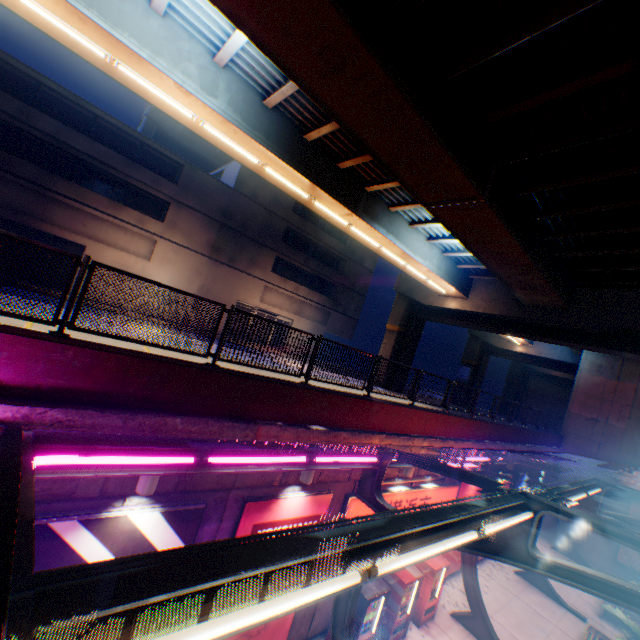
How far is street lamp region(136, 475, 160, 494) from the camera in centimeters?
518cm

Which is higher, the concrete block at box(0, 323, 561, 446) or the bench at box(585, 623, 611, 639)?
the concrete block at box(0, 323, 561, 446)

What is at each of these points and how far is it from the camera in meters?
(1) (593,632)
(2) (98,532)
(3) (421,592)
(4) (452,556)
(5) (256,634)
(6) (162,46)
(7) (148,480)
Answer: (1) bench, 12.8
(2) billboard, 5.1
(3) vending machine, 11.2
(4) billboard, 14.1
(5) billboard, 7.6
(6) overpass support, 8.6
(7) street lamp, 5.2

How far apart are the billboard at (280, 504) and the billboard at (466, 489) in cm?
763

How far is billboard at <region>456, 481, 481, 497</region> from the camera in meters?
Answer: 13.5

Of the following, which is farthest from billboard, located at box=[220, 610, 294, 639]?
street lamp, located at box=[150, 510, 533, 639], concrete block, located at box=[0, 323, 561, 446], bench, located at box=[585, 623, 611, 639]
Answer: bench, located at box=[585, 623, 611, 639]

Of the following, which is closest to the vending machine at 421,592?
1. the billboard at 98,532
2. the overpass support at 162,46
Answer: the billboard at 98,532

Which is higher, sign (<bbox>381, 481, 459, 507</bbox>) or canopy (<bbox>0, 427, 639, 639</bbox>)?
canopy (<bbox>0, 427, 639, 639</bbox>)
